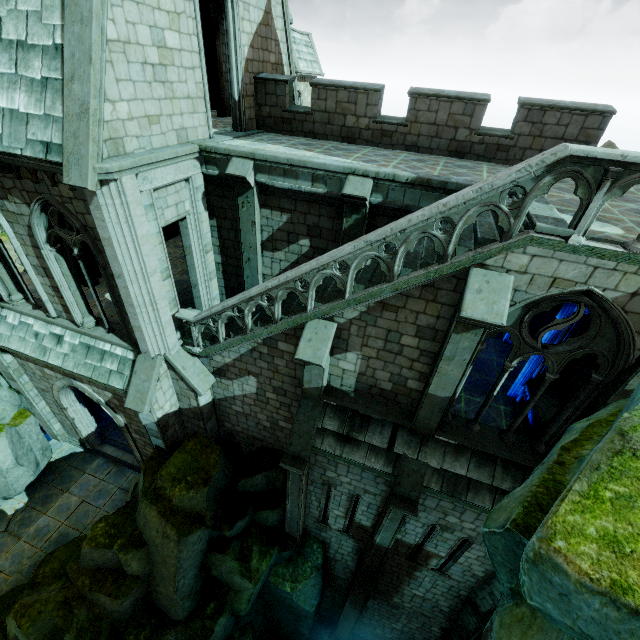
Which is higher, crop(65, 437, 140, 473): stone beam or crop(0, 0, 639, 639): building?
crop(0, 0, 639, 639): building

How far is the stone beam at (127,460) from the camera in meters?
14.5

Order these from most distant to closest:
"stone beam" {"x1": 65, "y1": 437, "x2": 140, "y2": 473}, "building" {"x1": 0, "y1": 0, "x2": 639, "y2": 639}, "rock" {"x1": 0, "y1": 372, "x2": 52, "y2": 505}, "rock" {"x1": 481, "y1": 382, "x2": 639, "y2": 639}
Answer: "stone beam" {"x1": 65, "y1": 437, "x2": 140, "y2": 473} → "rock" {"x1": 0, "y1": 372, "x2": 52, "y2": 505} → "building" {"x1": 0, "y1": 0, "x2": 639, "y2": 639} → "rock" {"x1": 481, "y1": 382, "x2": 639, "y2": 639}

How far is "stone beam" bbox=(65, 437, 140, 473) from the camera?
14.49m

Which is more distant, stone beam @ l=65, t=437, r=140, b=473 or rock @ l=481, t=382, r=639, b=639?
stone beam @ l=65, t=437, r=140, b=473

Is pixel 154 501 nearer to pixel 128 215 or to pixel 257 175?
pixel 128 215

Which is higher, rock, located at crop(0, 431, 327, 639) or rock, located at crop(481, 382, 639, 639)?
rock, located at crop(481, 382, 639, 639)

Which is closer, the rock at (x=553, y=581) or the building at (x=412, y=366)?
the rock at (x=553, y=581)
